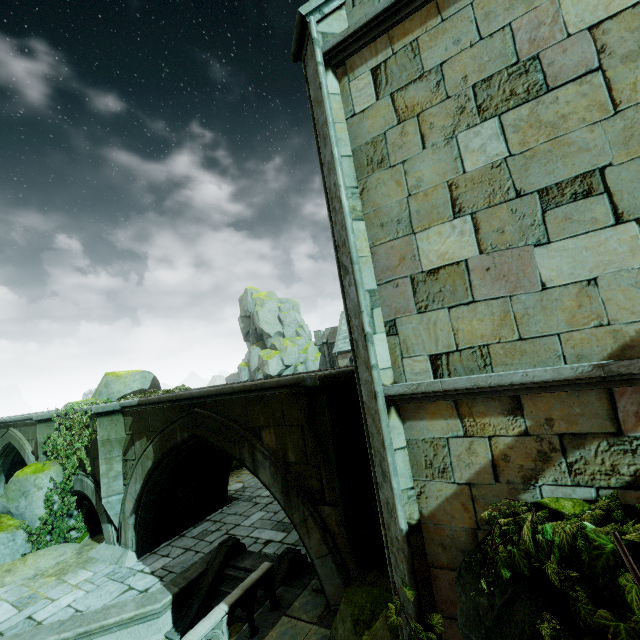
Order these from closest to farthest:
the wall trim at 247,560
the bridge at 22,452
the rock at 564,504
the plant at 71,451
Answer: the rock at 564,504 → the wall trim at 247,560 → the plant at 71,451 → the bridge at 22,452

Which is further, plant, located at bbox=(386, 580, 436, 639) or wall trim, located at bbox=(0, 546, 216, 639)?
wall trim, located at bbox=(0, 546, 216, 639)

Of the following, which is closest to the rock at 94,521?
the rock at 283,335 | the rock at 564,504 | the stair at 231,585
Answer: the stair at 231,585

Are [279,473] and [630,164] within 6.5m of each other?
no

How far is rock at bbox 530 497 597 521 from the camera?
2.67m

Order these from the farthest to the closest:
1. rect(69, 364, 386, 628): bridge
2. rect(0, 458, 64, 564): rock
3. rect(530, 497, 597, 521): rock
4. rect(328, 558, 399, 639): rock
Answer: rect(0, 458, 64, 564): rock → rect(69, 364, 386, 628): bridge → rect(328, 558, 399, 639): rock → rect(530, 497, 597, 521): rock

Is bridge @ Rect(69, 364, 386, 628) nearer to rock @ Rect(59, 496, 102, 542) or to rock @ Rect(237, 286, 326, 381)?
rock @ Rect(59, 496, 102, 542)

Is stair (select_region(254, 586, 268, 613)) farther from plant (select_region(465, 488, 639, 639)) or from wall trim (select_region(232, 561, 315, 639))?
plant (select_region(465, 488, 639, 639))
